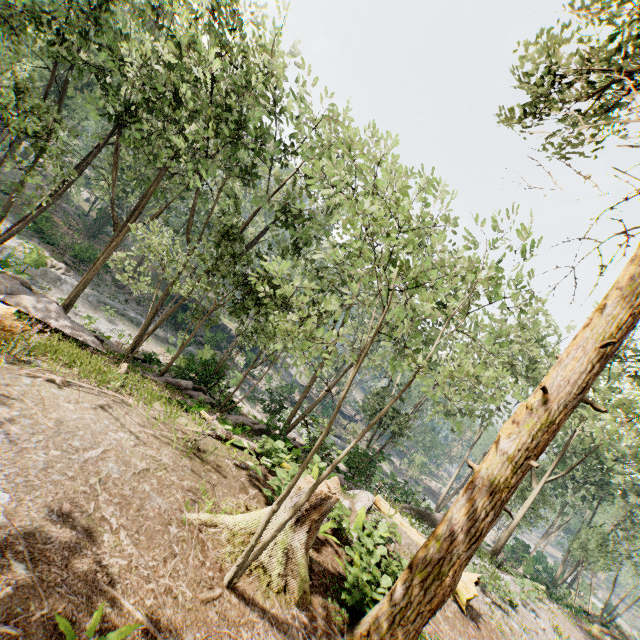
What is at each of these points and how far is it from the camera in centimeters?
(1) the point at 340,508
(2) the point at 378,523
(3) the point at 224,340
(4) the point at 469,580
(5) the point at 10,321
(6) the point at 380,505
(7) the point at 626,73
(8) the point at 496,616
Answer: (1) foliage, 871cm
(2) foliage, 1076cm
(3) rock, 4309cm
(4) tree trunk, 1049cm
(5) tree trunk, 779cm
(6) tree trunk, 1244cm
(7) foliage, 877cm
(8) foliage, 1134cm

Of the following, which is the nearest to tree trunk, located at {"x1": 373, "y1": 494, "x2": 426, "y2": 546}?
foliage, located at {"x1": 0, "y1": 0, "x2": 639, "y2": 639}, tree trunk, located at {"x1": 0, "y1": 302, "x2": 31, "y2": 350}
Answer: foliage, located at {"x1": 0, "y1": 0, "x2": 639, "y2": 639}

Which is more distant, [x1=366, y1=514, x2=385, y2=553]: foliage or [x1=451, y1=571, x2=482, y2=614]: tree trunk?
[x1=451, y1=571, x2=482, y2=614]: tree trunk

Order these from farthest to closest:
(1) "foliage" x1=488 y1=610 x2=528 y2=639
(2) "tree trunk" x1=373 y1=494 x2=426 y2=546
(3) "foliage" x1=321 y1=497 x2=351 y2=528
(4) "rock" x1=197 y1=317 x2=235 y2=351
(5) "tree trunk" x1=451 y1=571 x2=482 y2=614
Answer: (4) "rock" x1=197 y1=317 x2=235 y2=351 < (2) "tree trunk" x1=373 y1=494 x2=426 y2=546 < (1) "foliage" x1=488 y1=610 x2=528 y2=639 < (5) "tree trunk" x1=451 y1=571 x2=482 y2=614 < (3) "foliage" x1=321 y1=497 x2=351 y2=528

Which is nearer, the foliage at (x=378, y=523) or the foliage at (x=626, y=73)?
the foliage at (x=626, y=73)

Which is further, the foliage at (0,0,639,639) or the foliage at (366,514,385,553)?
the foliage at (366,514,385,553)

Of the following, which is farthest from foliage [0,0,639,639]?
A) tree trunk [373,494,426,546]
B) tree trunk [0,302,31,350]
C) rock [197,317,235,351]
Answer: tree trunk [0,302,31,350]

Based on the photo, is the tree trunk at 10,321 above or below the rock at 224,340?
above
